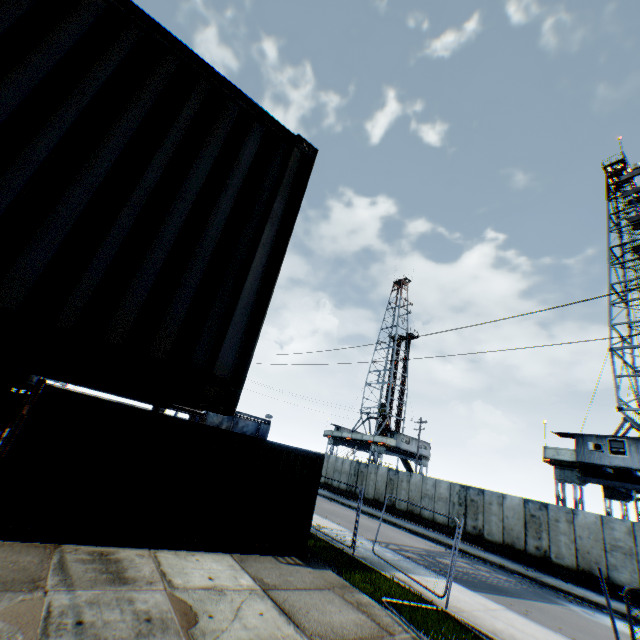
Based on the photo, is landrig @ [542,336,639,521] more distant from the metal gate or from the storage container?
the metal gate

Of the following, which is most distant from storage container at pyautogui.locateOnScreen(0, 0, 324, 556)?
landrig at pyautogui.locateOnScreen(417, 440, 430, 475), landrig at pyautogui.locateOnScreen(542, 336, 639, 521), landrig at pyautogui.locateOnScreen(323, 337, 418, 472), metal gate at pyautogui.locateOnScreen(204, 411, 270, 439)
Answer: landrig at pyautogui.locateOnScreen(323, 337, 418, 472)

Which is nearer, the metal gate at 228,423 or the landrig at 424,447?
the metal gate at 228,423

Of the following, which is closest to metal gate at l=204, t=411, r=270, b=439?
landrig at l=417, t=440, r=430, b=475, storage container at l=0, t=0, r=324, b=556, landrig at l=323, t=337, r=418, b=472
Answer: landrig at l=417, t=440, r=430, b=475

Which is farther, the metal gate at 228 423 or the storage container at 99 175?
the metal gate at 228 423

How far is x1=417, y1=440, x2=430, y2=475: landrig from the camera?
43.9 meters

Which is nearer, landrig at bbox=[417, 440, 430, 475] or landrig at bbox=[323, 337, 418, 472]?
landrig at bbox=[323, 337, 418, 472]

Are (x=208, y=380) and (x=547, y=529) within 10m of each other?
no
